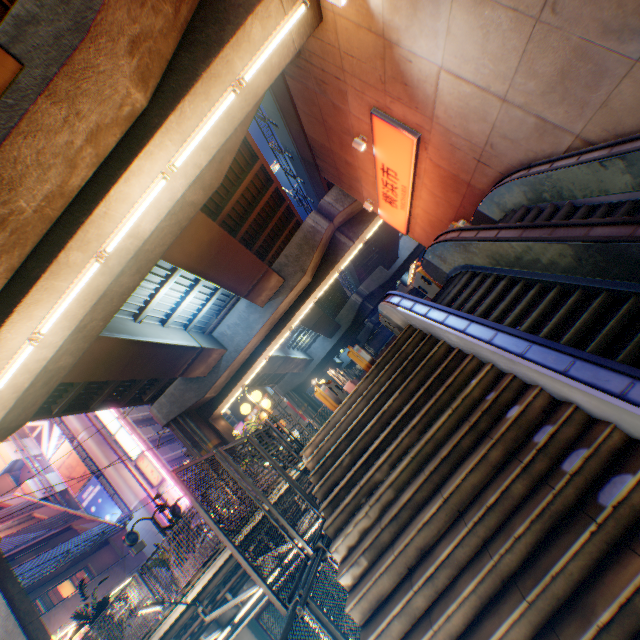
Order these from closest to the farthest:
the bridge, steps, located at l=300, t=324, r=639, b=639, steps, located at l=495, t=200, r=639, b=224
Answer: steps, located at l=300, t=324, r=639, b=639, steps, located at l=495, t=200, r=639, b=224, the bridge

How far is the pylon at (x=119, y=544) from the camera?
23.02m

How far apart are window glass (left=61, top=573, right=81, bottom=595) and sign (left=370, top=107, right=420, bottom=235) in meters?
29.7 m

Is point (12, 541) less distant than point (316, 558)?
No

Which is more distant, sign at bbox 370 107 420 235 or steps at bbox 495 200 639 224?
sign at bbox 370 107 420 235

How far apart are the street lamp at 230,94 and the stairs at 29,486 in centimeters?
3476cm

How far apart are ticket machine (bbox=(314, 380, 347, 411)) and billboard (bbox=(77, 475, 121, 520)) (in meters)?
26.80

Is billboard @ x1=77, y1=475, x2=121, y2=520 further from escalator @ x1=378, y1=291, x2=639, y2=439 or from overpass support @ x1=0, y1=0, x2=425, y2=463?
escalator @ x1=378, y1=291, x2=639, y2=439
